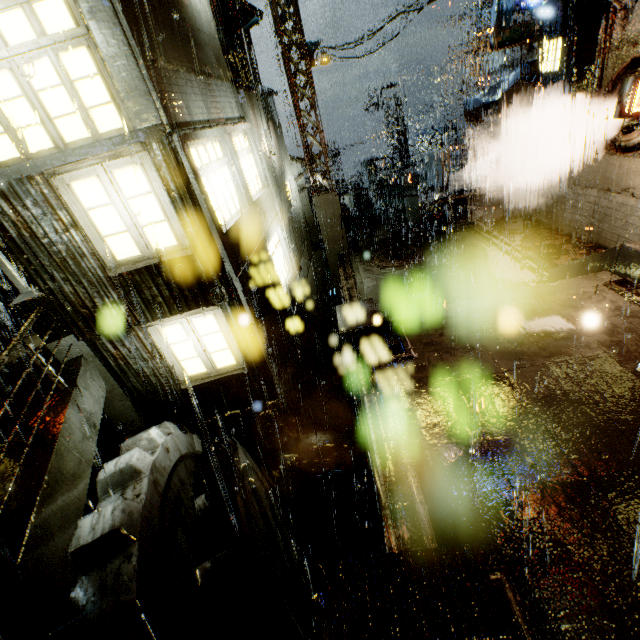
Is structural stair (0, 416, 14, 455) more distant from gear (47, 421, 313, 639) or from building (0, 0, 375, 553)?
gear (47, 421, 313, 639)

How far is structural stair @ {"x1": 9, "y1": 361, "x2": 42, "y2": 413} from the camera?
5.90m

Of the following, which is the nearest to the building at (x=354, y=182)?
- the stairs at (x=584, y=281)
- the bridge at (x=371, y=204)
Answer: the bridge at (x=371, y=204)

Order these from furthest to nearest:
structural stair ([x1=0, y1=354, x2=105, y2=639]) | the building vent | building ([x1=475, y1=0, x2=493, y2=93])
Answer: building ([x1=475, y1=0, x2=493, y2=93]) < the building vent < structural stair ([x1=0, y1=354, x2=105, y2=639])

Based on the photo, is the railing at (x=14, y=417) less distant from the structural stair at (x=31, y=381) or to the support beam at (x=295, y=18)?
the structural stair at (x=31, y=381)

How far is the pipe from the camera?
15.0 meters

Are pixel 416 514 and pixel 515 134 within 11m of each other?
no

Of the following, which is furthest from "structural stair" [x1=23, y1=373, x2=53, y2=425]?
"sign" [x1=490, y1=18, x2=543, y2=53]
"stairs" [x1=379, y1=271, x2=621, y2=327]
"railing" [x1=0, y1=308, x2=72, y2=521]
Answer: "sign" [x1=490, y1=18, x2=543, y2=53]
